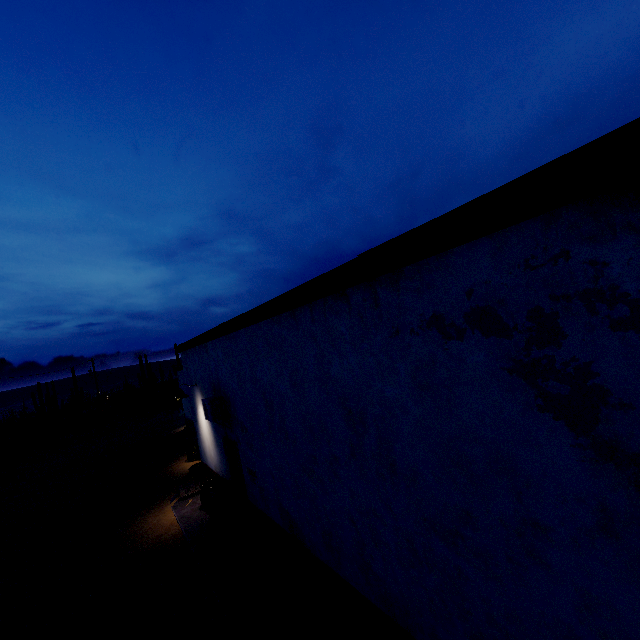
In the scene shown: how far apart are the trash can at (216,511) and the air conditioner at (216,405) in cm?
164

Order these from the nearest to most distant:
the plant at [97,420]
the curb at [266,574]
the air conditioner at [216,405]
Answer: the curb at [266,574], the air conditioner at [216,405], the plant at [97,420]

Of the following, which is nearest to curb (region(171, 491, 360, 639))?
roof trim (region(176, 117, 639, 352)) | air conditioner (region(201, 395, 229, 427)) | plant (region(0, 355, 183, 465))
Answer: air conditioner (region(201, 395, 229, 427))

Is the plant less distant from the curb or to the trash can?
the curb

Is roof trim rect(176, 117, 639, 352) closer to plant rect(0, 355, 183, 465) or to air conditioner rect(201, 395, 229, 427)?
air conditioner rect(201, 395, 229, 427)

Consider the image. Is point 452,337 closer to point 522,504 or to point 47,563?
point 522,504

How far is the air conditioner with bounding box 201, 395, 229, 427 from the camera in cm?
786

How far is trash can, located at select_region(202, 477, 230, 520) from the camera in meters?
8.7 m
